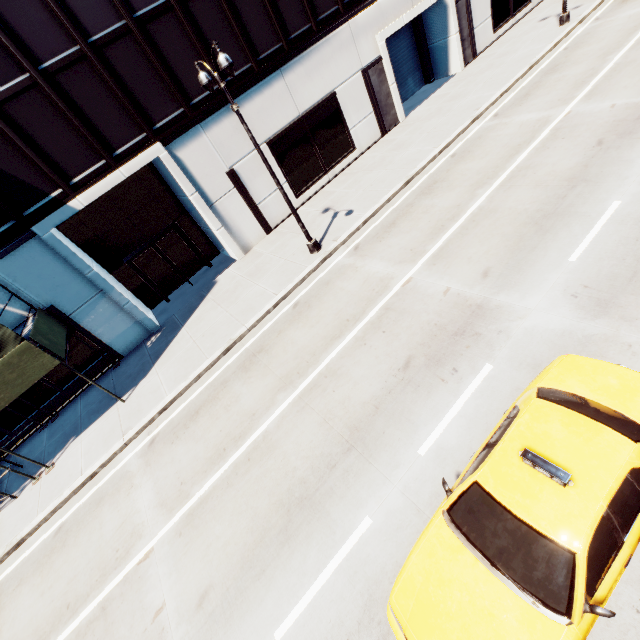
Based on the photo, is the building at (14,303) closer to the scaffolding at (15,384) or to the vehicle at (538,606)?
the scaffolding at (15,384)

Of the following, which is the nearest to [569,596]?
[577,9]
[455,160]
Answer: [455,160]

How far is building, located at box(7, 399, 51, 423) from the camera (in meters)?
13.82

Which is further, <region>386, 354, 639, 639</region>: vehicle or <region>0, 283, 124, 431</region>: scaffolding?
<region>0, 283, 124, 431</region>: scaffolding

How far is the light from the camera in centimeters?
901cm

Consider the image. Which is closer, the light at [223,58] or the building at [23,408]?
the light at [223,58]

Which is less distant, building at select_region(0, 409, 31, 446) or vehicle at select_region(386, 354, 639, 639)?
vehicle at select_region(386, 354, 639, 639)
